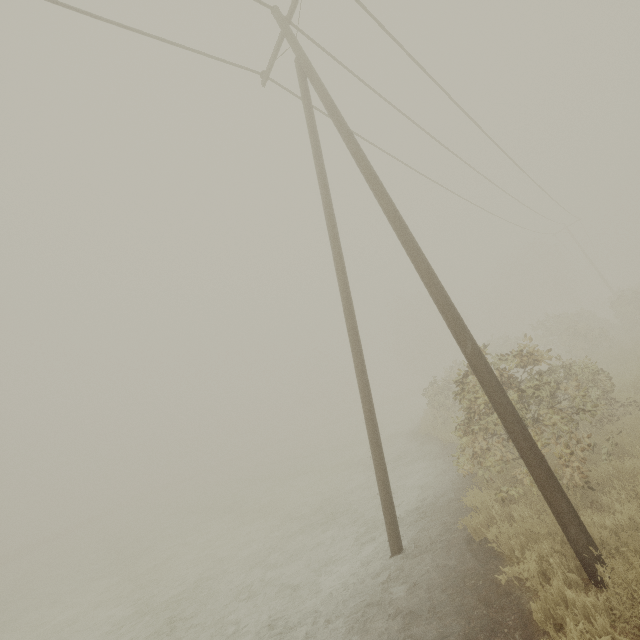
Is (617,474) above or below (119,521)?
above
